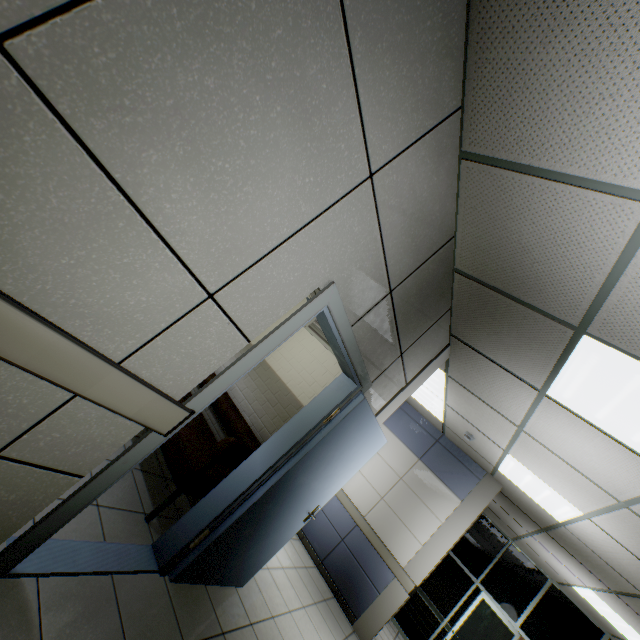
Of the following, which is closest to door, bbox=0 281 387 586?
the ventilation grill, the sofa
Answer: the sofa

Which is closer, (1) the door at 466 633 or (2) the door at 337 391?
(2) the door at 337 391

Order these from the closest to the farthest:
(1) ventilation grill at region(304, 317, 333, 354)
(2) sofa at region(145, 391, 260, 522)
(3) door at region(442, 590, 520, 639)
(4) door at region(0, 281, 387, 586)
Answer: (4) door at region(0, 281, 387, 586) < (2) sofa at region(145, 391, 260, 522) < (1) ventilation grill at region(304, 317, 333, 354) < (3) door at region(442, 590, 520, 639)

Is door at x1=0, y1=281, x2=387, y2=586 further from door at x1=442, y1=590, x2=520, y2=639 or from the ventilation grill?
door at x1=442, y1=590, x2=520, y2=639

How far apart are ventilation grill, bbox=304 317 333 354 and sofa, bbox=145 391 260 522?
1.3m

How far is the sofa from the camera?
2.8m

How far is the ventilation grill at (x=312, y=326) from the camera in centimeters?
421cm

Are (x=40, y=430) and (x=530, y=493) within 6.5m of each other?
yes
